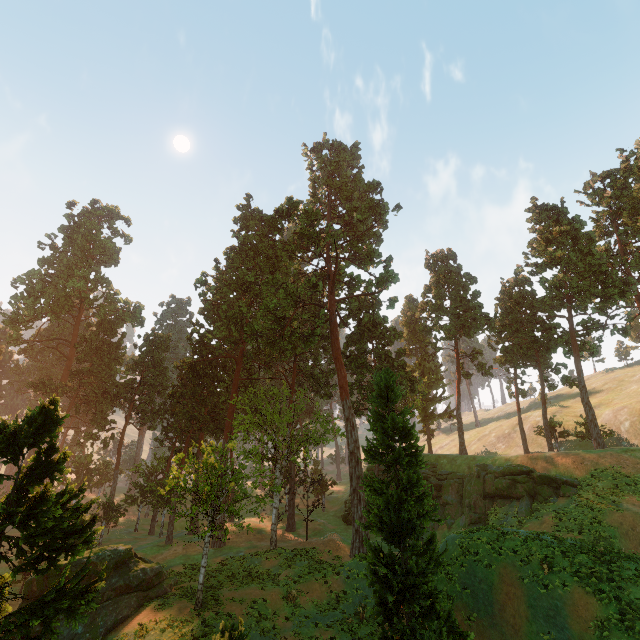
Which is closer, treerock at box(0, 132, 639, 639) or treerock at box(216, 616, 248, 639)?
treerock at box(216, 616, 248, 639)

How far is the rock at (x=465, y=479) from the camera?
28.0 meters

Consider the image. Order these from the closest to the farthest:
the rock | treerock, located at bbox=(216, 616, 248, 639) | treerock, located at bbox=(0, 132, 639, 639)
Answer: treerock, located at bbox=(216, 616, 248, 639) → treerock, located at bbox=(0, 132, 639, 639) → the rock

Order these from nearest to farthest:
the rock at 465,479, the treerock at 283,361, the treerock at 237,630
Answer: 1. the treerock at 237,630
2. the treerock at 283,361
3. the rock at 465,479

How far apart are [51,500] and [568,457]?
38.5m

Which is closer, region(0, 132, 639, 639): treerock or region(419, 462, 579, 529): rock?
region(0, 132, 639, 639): treerock

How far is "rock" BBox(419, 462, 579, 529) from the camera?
27.98m
